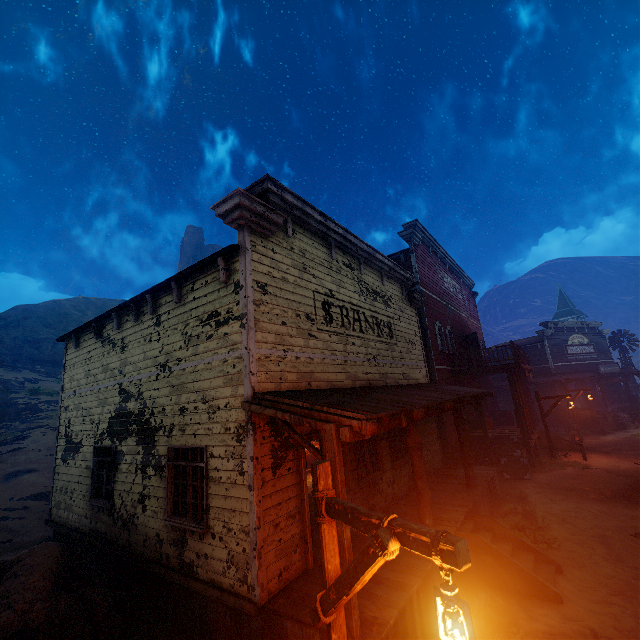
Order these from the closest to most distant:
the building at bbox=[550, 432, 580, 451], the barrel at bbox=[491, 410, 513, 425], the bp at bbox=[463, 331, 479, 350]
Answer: the building at bbox=[550, 432, 580, 451]
the bp at bbox=[463, 331, 479, 350]
the barrel at bbox=[491, 410, 513, 425]

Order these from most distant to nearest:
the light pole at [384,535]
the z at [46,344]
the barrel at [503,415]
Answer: the barrel at [503,415] < the z at [46,344] < the light pole at [384,535]

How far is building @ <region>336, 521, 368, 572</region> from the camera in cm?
412

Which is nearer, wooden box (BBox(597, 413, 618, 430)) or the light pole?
the light pole

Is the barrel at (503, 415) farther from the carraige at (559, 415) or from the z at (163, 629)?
the carraige at (559, 415)

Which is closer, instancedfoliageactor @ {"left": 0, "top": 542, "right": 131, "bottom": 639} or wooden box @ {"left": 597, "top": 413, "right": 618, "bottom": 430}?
instancedfoliageactor @ {"left": 0, "top": 542, "right": 131, "bottom": 639}

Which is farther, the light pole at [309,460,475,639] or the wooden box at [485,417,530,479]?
the wooden box at [485,417,530,479]

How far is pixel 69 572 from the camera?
6.07m
